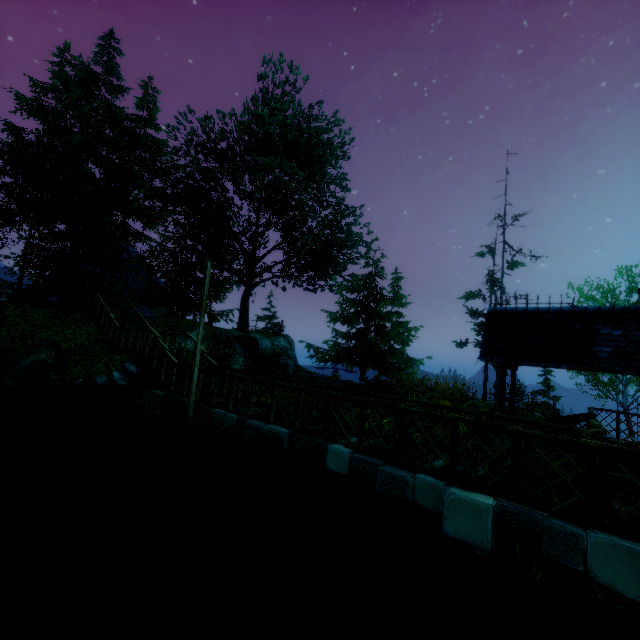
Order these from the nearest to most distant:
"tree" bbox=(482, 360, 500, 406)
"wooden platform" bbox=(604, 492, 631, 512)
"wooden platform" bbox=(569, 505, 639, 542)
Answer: "wooden platform" bbox=(569, 505, 639, 542), "wooden platform" bbox=(604, 492, 631, 512), "tree" bbox=(482, 360, 500, 406)

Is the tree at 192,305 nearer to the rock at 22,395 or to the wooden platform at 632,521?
the rock at 22,395

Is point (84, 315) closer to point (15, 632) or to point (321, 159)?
point (15, 632)

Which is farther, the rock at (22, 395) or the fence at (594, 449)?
the rock at (22, 395)

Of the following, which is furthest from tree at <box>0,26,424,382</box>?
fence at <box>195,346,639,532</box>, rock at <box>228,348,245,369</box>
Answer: rock at <box>228,348,245,369</box>

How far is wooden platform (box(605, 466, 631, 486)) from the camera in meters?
6.1 m

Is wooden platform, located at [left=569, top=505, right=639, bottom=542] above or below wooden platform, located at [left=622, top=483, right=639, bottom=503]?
above
